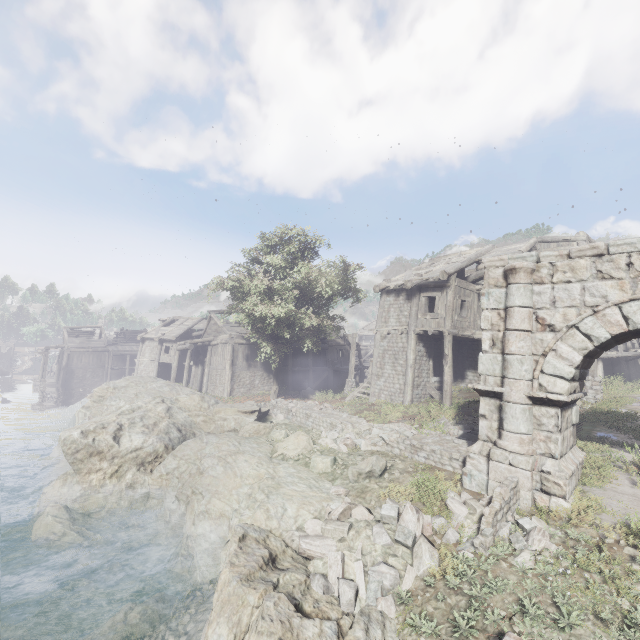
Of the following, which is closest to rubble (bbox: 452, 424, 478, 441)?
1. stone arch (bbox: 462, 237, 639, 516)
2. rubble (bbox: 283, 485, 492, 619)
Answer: stone arch (bbox: 462, 237, 639, 516)

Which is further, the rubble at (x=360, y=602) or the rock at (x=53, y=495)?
the rock at (x=53, y=495)

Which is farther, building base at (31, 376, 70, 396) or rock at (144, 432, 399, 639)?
building base at (31, 376, 70, 396)

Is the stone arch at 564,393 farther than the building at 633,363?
No

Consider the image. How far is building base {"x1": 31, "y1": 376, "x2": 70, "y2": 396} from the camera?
41.8m

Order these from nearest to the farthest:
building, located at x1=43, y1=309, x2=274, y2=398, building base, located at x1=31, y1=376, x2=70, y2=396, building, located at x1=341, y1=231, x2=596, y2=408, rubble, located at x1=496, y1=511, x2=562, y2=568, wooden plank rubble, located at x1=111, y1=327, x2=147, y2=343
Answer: rubble, located at x1=496, y1=511, x2=562, y2=568
building, located at x1=341, y1=231, x2=596, y2=408
building, located at x1=43, y1=309, x2=274, y2=398
building base, located at x1=31, y1=376, x2=70, y2=396
wooden plank rubble, located at x1=111, y1=327, x2=147, y2=343

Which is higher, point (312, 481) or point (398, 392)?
point (398, 392)

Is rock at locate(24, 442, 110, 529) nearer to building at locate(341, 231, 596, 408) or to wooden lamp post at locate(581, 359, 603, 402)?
building at locate(341, 231, 596, 408)
